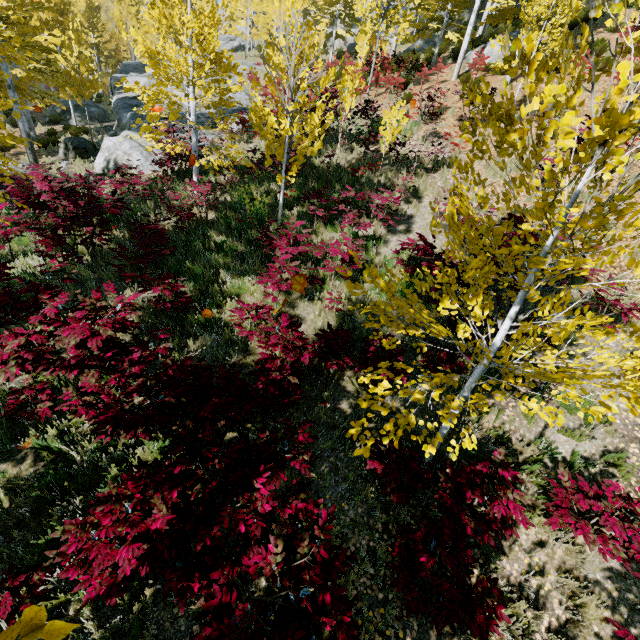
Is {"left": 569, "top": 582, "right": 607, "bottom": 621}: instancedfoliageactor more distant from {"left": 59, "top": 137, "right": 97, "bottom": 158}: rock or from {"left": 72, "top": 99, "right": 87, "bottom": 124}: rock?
{"left": 72, "top": 99, "right": 87, "bottom": 124}: rock

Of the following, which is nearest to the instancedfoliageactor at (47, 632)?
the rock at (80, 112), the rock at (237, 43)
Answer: the rock at (237, 43)

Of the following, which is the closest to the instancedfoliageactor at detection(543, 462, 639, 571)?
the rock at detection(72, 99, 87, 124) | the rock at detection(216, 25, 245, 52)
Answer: the rock at detection(216, 25, 245, 52)

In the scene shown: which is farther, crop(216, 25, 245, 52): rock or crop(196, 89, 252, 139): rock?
crop(216, 25, 245, 52): rock

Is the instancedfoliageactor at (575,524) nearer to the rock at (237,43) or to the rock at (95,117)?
the rock at (237,43)

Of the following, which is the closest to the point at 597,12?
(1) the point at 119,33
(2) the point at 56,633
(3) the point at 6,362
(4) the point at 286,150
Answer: (2) the point at 56,633

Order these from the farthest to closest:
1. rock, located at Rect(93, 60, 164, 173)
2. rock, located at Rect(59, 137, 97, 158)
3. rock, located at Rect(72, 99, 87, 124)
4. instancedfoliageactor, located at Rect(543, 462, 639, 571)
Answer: rock, located at Rect(72, 99, 87, 124)
rock, located at Rect(59, 137, 97, 158)
rock, located at Rect(93, 60, 164, 173)
instancedfoliageactor, located at Rect(543, 462, 639, 571)

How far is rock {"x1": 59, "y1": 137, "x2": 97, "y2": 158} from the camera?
14.8 meters
